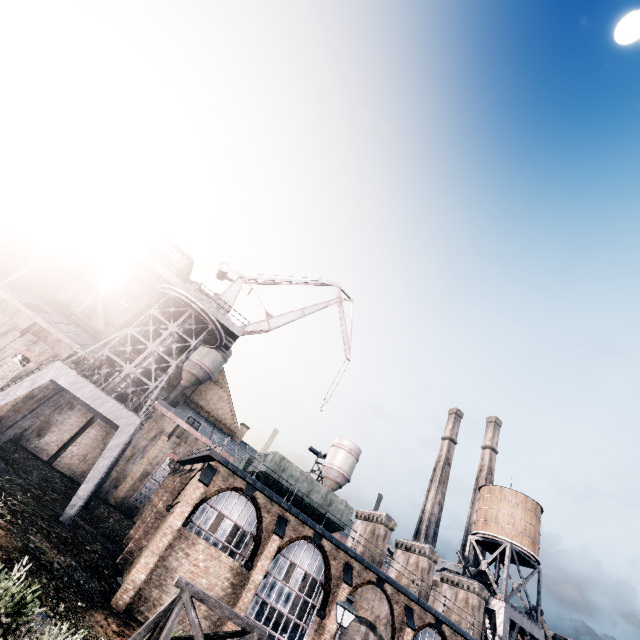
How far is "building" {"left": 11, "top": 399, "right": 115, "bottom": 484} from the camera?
32.2 meters

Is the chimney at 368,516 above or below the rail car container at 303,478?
above

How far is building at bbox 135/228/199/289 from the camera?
32.09m

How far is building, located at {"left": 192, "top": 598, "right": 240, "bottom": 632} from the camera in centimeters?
1801cm

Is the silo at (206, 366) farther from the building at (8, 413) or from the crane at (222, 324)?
the crane at (222, 324)

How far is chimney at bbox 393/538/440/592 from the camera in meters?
28.8

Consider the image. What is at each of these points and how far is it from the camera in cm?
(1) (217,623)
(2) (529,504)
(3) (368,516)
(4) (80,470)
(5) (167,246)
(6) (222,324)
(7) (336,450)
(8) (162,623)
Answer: (1) building, 1825
(2) water tower, 3856
(3) chimney, 3069
(4) building, 3306
(5) building, 3303
(6) crane, 3397
(7) silo, 5212
(8) wooden support structure, 916

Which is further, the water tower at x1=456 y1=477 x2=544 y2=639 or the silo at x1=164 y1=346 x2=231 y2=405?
the silo at x1=164 y1=346 x2=231 y2=405
